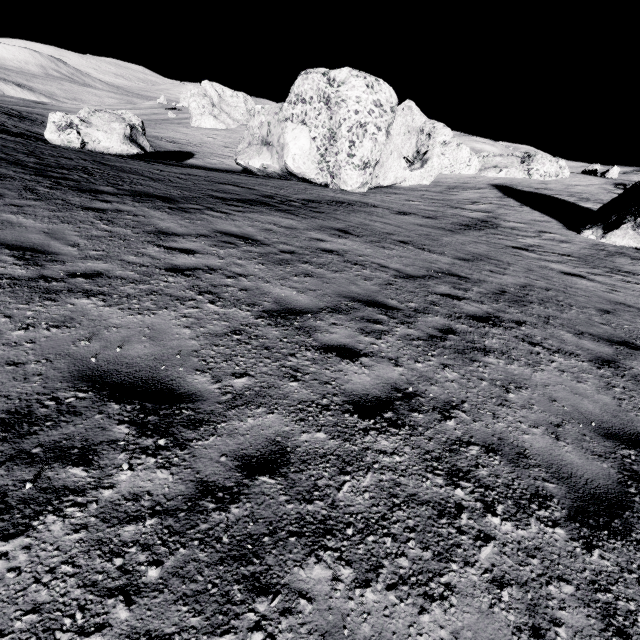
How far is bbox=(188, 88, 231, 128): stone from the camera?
58.4m

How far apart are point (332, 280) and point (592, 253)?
16.84m

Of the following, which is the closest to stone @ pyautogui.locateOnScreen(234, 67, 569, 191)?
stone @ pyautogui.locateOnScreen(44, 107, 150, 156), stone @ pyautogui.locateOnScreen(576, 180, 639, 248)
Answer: stone @ pyautogui.locateOnScreen(44, 107, 150, 156)

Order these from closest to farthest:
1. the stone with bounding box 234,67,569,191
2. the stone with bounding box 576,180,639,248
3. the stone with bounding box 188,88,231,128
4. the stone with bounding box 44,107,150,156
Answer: the stone with bounding box 576,180,639,248 < the stone with bounding box 44,107,150,156 < the stone with bounding box 234,67,569,191 < the stone with bounding box 188,88,231,128

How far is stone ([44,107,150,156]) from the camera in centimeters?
1894cm

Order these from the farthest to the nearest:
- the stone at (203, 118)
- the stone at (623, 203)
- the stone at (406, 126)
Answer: the stone at (203, 118) < the stone at (406, 126) < the stone at (623, 203)

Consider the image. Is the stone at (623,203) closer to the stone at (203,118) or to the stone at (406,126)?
the stone at (406,126)

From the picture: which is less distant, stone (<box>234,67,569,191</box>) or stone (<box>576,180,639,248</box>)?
stone (<box>576,180,639,248</box>)
